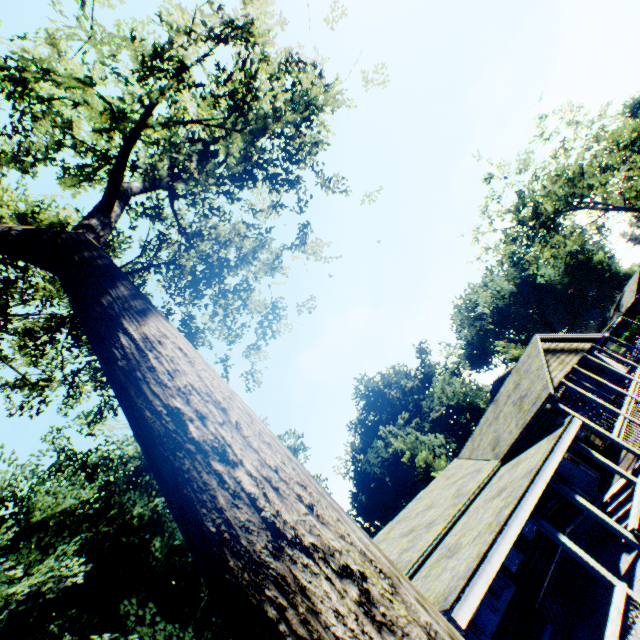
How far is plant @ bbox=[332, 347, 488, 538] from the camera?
43.53m

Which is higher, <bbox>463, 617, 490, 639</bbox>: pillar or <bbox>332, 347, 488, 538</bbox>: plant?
<bbox>332, 347, 488, 538</bbox>: plant

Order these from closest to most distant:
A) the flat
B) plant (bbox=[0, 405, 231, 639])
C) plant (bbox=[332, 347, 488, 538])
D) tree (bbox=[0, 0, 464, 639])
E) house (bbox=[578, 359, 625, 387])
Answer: tree (bbox=[0, 0, 464, 639]) → the flat → plant (bbox=[0, 405, 231, 639]) → house (bbox=[578, 359, 625, 387]) → plant (bbox=[332, 347, 488, 538])

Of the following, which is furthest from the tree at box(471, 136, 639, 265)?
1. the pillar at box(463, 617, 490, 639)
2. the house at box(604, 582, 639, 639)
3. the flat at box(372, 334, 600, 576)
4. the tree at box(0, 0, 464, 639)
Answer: the pillar at box(463, 617, 490, 639)

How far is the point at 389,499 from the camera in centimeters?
4578cm

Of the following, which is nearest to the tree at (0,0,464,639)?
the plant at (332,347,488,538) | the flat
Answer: the plant at (332,347,488,538)

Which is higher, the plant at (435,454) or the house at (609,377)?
the plant at (435,454)

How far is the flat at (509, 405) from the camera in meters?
12.4
